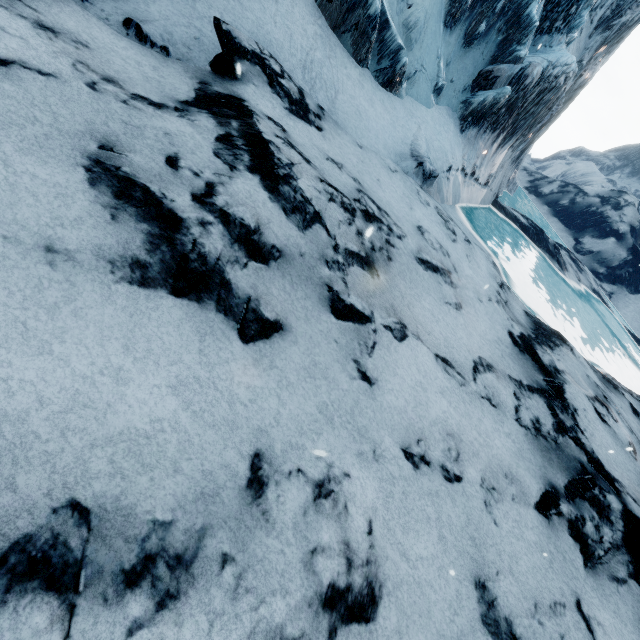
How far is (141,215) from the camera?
3.45m
